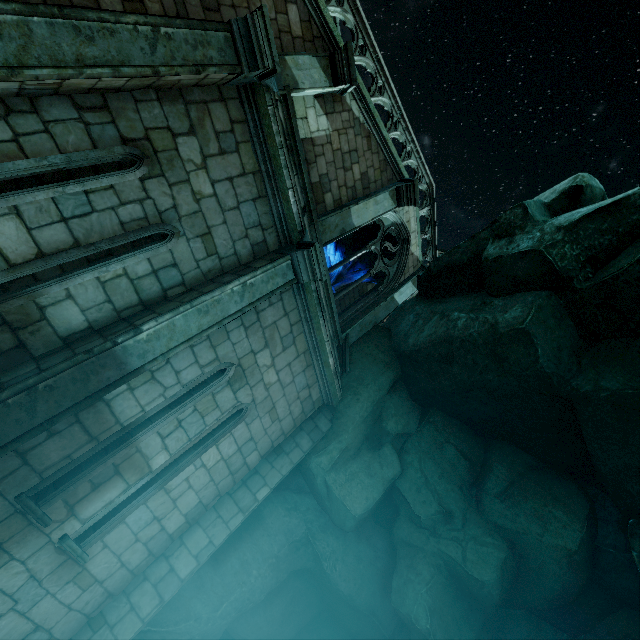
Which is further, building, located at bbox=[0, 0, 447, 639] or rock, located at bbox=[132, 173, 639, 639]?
rock, located at bbox=[132, 173, 639, 639]

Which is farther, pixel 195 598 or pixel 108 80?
pixel 195 598

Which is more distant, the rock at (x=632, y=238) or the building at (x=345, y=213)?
the rock at (x=632, y=238)
